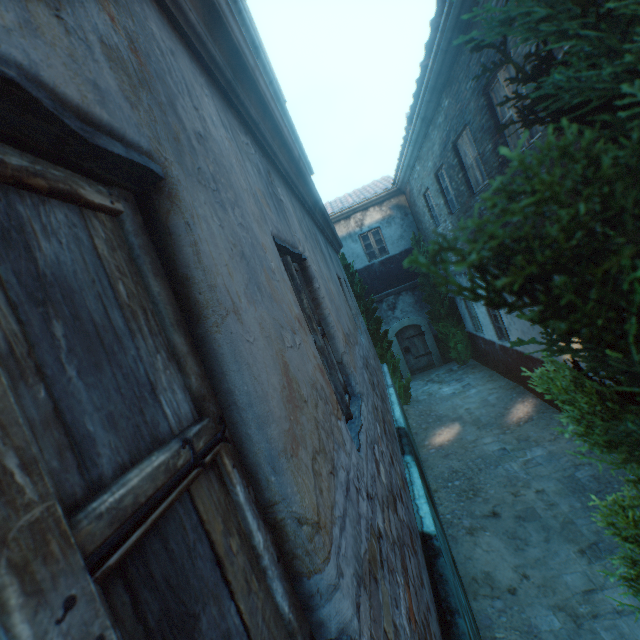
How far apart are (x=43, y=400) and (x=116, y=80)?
0.7m

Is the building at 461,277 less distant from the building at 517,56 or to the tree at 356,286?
the building at 517,56

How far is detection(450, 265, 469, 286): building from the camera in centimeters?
1013cm

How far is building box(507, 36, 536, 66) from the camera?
4.2 meters

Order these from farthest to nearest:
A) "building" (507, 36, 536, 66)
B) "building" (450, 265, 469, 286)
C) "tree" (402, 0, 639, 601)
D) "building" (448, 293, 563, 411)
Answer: "building" (450, 265, 469, 286)
"building" (448, 293, 563, 411)
"building" (507, 36, 536, 66)
"tree" (402, 0, 639, 601)

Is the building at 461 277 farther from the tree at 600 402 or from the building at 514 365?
the tree at 600 402

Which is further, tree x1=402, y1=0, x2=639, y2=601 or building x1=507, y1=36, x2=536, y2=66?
building x1=507, y1=36, x2=536, y2=66

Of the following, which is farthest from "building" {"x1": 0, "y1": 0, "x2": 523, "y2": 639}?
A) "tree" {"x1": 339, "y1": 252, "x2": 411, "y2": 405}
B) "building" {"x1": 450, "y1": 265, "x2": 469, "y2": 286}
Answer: "tree" {"x1": 339, "y1": 252, "x2": 411, "y2": 405}
